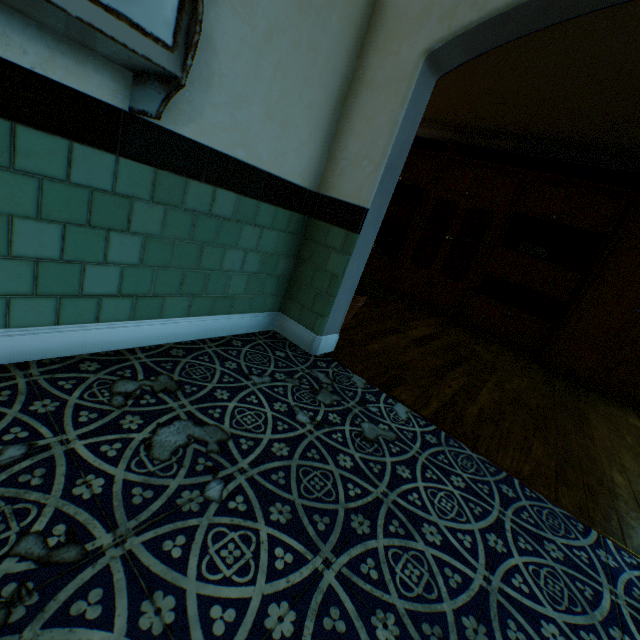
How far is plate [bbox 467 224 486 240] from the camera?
5.6 meters

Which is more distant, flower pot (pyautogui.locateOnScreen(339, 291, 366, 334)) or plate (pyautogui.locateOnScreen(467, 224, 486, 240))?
plate (pyautogui.locateOnScreen(467, 224, 486, 240))

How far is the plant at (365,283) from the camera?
2.81m

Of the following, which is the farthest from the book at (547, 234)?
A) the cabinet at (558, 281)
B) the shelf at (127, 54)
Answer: the shelf at (127, 54)

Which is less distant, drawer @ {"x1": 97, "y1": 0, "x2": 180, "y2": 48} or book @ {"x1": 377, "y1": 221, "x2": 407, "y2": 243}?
drawer @ {"x1": 97, "y1": 0, "x2": 180, "y2": 48}

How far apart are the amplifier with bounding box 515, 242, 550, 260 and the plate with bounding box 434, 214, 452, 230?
1.2m

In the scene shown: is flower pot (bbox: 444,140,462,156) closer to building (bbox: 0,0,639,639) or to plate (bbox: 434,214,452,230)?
building (bbox: 0,0,639,639)

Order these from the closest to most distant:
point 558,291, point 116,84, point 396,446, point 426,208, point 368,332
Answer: point 116,84 < point 396,446 < point 368,332 < point 558,291 < point 426,208
